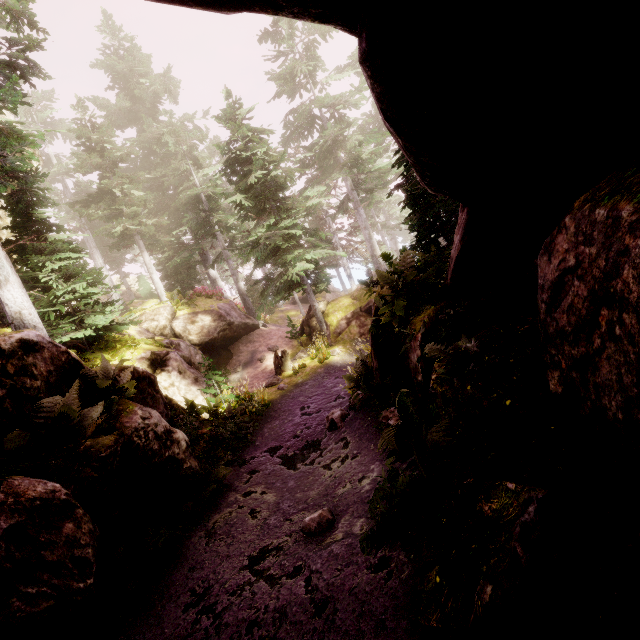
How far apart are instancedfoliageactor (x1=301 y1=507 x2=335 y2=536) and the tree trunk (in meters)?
11.38

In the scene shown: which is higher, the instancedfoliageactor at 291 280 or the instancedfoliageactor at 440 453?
the instancedfoliageactor at 291 280

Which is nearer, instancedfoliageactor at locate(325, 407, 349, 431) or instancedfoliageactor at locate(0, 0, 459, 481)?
instancedfoliageactor at locate(0, 0, 459, 481)

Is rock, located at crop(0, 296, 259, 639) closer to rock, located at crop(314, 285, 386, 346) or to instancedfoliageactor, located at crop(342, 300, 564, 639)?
instancedfoliageactor, located at crop(342, 300, 564, 639)

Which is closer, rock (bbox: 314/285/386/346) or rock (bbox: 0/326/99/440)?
rock (bbox: 0/326/99/440)

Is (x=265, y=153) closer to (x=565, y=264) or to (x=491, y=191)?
(x=491, y=191)

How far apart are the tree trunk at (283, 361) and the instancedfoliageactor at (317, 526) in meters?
11.4 m
